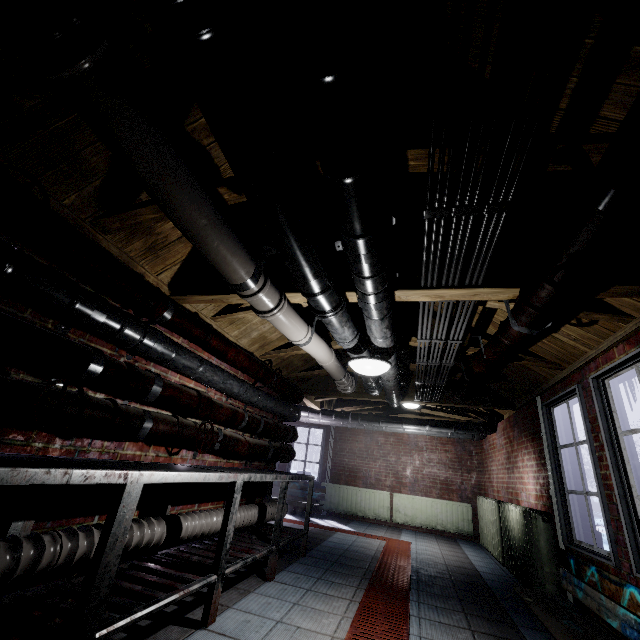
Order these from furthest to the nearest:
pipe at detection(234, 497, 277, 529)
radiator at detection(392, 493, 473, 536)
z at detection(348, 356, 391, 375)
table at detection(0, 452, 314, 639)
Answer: radiator at detection(392, 493, 473, 536)
pipe at detection(234, 497, 277, 529)
z at detection(348, 356, 391, 375)
table at detection(0, 452, 314, 639)

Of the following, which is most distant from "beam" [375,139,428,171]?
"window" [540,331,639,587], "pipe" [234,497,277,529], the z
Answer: "pipe" [234,497,277,529]

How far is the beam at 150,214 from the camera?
1.74m

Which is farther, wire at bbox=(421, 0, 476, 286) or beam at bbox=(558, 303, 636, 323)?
beam at bbox=(558, 303, 636, 323)

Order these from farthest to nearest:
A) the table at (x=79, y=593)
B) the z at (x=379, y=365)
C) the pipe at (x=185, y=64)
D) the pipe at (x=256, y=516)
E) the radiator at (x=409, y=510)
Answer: the radiator at (x=409, y=510) → the pipe at (x=256, y=516) → the z at (x=379, y=365) → the table at (x=79, y=593) → the pipe at (x=185, y=64)

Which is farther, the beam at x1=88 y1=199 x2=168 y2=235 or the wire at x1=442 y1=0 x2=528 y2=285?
the beam at x1=88 y1=199 x2=168 y2=235

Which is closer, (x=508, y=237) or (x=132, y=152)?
(x=132, y=152)

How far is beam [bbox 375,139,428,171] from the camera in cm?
141
